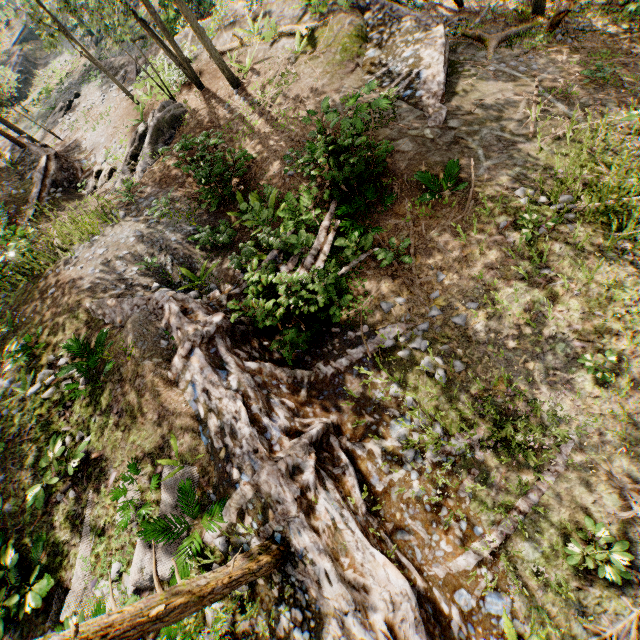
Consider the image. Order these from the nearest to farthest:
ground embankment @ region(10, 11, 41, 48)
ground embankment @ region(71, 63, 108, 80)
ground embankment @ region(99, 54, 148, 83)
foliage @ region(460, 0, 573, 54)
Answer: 1. foliage @ region(460, 0, 573, 54)
2. ground embankment @ region(99, 54, 148, 83)
3. ground embankment @ region(71, 63, 108, 80)
4. ground embankment @ region(10, 11, 41, 48)

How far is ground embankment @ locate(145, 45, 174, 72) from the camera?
18.16m

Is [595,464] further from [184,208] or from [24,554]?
[184,208]

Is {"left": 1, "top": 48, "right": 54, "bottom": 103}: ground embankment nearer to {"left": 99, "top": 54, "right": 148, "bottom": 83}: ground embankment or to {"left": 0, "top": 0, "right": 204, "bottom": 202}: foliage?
{"left": 99, "top": 54, "right": 148, "bottom": 83}: ground embankment

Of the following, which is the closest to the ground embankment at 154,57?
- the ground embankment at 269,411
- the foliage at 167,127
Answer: the foliage at 167,127

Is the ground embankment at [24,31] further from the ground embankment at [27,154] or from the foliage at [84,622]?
the ground embankment at [27,154]

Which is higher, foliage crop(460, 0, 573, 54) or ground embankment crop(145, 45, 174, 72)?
ground embankment crop(145, 45, 174, 72)
